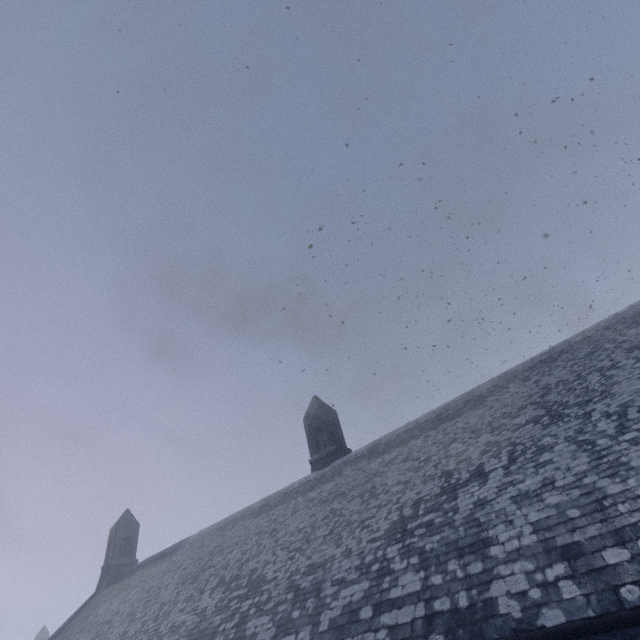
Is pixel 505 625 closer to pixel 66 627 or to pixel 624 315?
pixel 624 315
